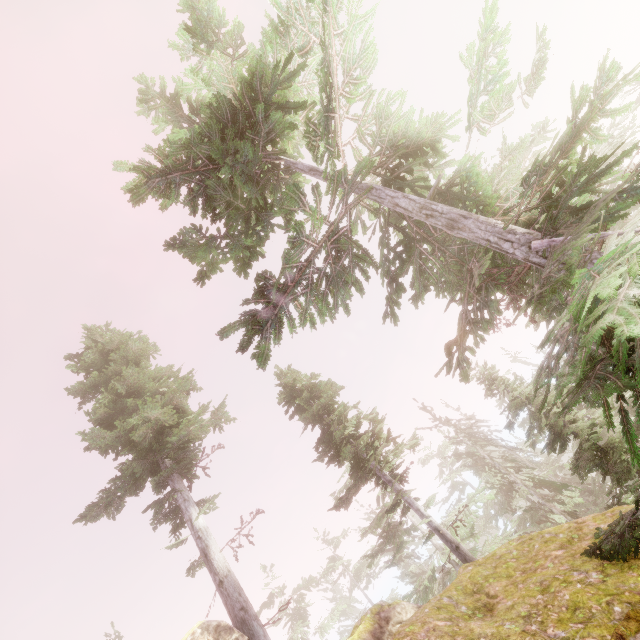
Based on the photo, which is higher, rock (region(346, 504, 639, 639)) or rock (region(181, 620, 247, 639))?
rock (region(181, 620, 247, 639))

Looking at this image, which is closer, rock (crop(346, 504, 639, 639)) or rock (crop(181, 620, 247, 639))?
rock (crop(346, 504, 639, 639))

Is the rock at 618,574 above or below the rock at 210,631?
below

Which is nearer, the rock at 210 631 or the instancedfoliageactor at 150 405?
the instancedfoliageactor at 150 405

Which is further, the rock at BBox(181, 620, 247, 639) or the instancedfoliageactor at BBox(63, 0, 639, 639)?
the rock at BBox(181, 620, 247, 639)

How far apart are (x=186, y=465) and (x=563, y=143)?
17.1m
